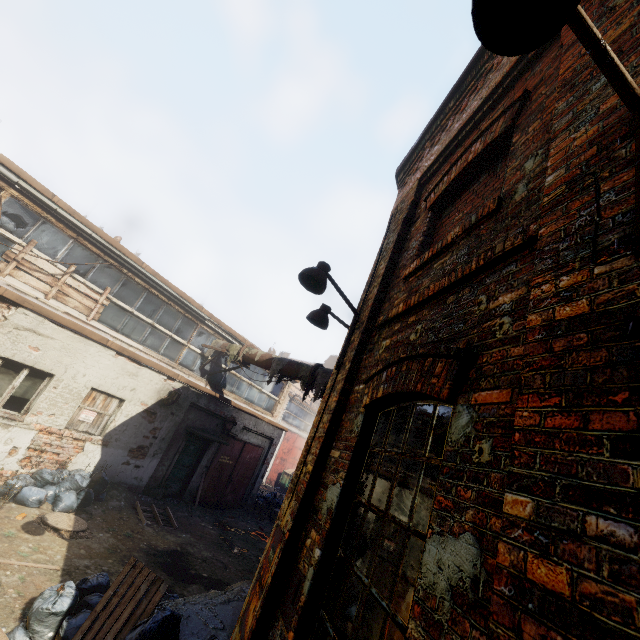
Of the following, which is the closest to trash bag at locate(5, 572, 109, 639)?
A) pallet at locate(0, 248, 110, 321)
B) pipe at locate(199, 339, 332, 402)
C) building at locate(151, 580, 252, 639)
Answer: building at locate(151, 580, 252, 639)

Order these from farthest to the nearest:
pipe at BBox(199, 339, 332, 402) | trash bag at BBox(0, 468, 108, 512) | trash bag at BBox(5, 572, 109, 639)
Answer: pipe at BBox(199, 339, 332, 402)
trash bag at BBox(0, 468, 108, 512)
trash bag at BBox(5, 572, 109, 639)

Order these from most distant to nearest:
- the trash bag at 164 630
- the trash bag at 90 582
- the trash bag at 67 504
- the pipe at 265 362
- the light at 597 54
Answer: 1. the pipe at 265 362
2. the trash bag at 67 504
3. the trash bag at 90 582
4. the trash bag at 164 630
5. the light at 597 54

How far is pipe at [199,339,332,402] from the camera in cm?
930

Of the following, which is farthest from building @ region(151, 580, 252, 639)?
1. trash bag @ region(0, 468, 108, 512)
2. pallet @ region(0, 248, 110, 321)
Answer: pallet @ region(0, 248, 110, 321)

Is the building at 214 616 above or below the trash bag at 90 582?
above

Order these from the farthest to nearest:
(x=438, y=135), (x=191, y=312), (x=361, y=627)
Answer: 1. (x=191, y=312)
2. (x=438, y=135)
3. (x=361, y=627)

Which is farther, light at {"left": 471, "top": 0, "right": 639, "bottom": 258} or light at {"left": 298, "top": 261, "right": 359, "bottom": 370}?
light at {"left": 298, "top": 261, "right": 359, "bottom": 370}
